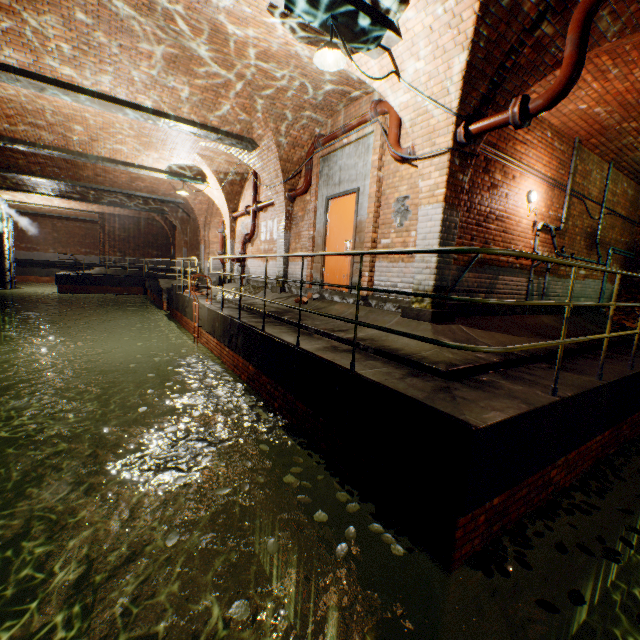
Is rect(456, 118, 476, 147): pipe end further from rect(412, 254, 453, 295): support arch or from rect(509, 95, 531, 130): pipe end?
rect(509, 95, 531, 130): pipe end

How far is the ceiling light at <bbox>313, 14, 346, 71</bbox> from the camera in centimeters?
401cm

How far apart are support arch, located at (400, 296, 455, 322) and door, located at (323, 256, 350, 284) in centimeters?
165cm

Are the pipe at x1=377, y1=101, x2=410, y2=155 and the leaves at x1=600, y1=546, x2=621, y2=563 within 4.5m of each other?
no

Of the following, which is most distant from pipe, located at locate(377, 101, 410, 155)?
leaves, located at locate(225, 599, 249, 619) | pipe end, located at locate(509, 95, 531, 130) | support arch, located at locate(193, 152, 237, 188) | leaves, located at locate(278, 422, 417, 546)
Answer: support arch, located at locate(193, 152, 237, 188)

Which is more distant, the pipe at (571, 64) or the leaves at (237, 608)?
the pipe at (571, 64)

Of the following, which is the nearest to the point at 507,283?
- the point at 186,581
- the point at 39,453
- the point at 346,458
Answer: the point at 346,458

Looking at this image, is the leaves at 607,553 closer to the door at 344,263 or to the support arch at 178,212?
the door at 344,263
